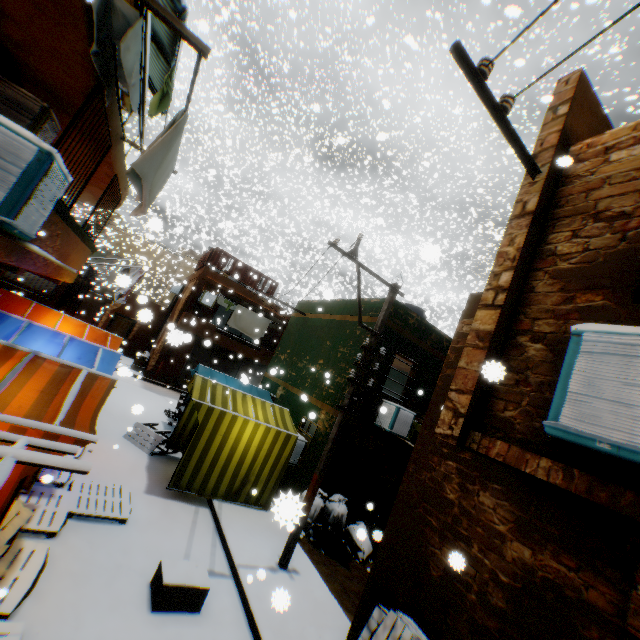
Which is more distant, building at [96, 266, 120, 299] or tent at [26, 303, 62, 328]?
building at [96, 266, 120, 299]

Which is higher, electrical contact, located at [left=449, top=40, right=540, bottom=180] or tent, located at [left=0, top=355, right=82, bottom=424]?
electrical contact, located at [left=449, top=40, right=540, bottom=180]

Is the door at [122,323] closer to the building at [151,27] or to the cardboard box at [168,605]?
the building at [151,27]

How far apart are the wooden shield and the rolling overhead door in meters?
0.3

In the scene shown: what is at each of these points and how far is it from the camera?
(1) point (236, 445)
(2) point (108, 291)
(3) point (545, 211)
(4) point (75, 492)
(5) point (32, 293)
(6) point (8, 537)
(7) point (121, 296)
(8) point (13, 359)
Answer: (1) tent, 8.2 meters
(2) building, 43.0 meters
(3) building, 3.8 meters
(4) wooden pallet, 6.1 meters
(5) wooden gate, 17.9 meters
(6) table, 3.8 meters
(7) flag, 13.2 meters
(8) tent, 3.9 meters

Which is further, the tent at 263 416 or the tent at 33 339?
the tent at 263 416

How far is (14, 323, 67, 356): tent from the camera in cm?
577
